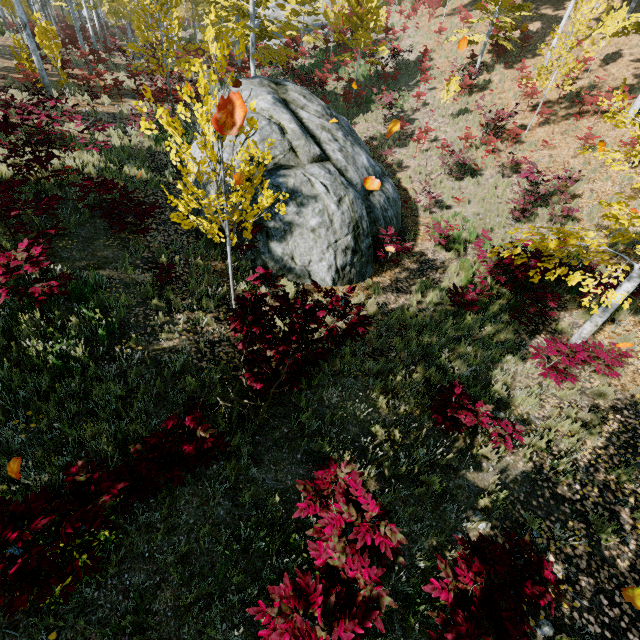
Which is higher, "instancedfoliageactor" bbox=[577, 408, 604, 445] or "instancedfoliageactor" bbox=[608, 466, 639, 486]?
"instancedfoliageactor" bbox=[608, 466, 639, 486]

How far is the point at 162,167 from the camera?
10.8m

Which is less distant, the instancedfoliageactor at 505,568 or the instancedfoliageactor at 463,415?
the instancedfoliageactor at 505,568

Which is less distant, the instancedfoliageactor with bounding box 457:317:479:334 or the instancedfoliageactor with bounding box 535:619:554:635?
the instancedfoliageactor with bounding box 535:619:554:635

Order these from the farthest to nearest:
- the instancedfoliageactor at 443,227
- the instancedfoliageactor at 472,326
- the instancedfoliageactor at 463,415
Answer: the instancedfoliageactor at 443,227 → the instancedfoliageactor at 472,326 → the instancedfoliageactor at 463,415

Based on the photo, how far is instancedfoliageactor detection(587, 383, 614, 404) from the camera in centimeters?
626cm
